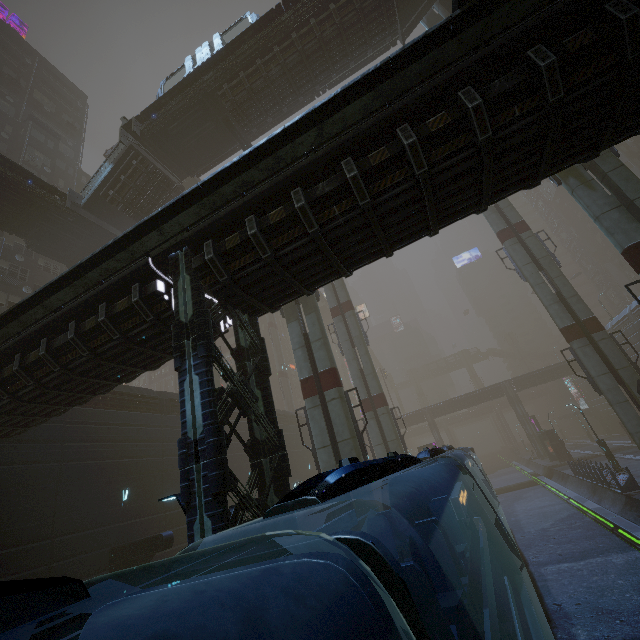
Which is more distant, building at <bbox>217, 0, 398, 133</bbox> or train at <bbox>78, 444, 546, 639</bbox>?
building at <bbox>217, 0, 398, 133</bbox>

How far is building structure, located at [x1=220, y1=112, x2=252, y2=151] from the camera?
22.1 meters

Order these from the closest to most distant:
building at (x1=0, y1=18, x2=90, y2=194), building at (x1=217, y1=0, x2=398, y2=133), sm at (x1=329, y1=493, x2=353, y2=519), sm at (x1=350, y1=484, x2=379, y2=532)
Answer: sm at (x1=350, y1=484, x2=379, y2=532)
sm at (x1=329, y1=493, x2=353, y2=519)
building at (x1=217, y1=0, x2=398, y2=133)
building at (x1=0, y1=18, x2=90, y2=194)

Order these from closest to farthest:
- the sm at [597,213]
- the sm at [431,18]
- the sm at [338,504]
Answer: the sm at [597,213] → the sm at [338,504] → the sm at [431,18]

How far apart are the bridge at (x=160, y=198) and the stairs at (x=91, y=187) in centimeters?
1cm

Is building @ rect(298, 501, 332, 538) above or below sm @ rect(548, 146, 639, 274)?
below

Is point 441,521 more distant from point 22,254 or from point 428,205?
point 22,254

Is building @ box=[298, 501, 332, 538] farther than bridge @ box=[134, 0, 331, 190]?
Yes
